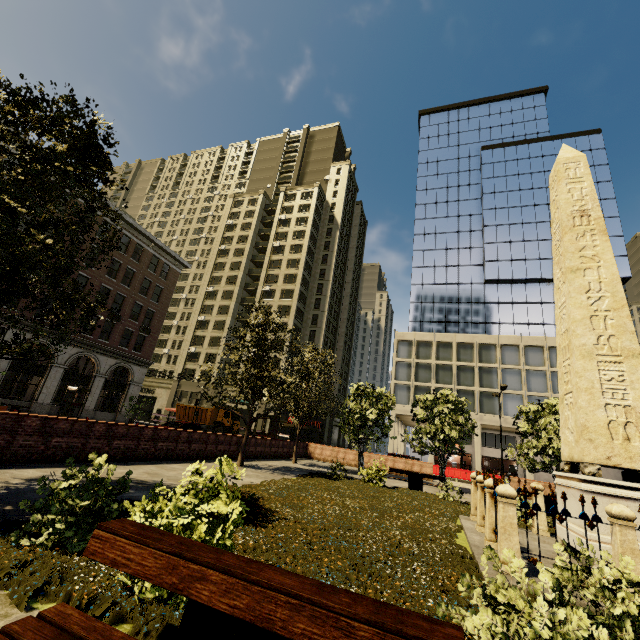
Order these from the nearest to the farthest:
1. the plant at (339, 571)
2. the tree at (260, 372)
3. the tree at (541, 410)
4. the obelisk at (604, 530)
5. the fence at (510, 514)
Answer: the plant at (339, 571)
the fence at (510, 514)
the obelisk at (604, 530)
the tree at (260, 372)
the tree at (541, 410)

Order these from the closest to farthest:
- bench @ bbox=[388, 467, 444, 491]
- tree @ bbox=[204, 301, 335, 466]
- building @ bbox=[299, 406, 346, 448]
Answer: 1. tree @ bbox=[204, 301, 335, 466]
2. bench @ bbox=[388, 467, 444, 491]
3. building @ bbox=[299, 406, 346, 448]

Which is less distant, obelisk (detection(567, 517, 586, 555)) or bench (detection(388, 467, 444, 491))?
obelisk (detection(567, 517, 586, 555))

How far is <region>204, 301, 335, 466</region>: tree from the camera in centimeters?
1505cm

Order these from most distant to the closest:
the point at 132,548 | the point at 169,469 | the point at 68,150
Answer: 1. the point at 169,469
2. the point at 68,150
3. the point at 132,548

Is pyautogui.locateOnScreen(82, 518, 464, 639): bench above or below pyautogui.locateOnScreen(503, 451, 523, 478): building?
below

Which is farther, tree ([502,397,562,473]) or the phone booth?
the phone booth

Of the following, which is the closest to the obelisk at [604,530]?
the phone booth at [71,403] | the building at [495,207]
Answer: the building at [495,207]
